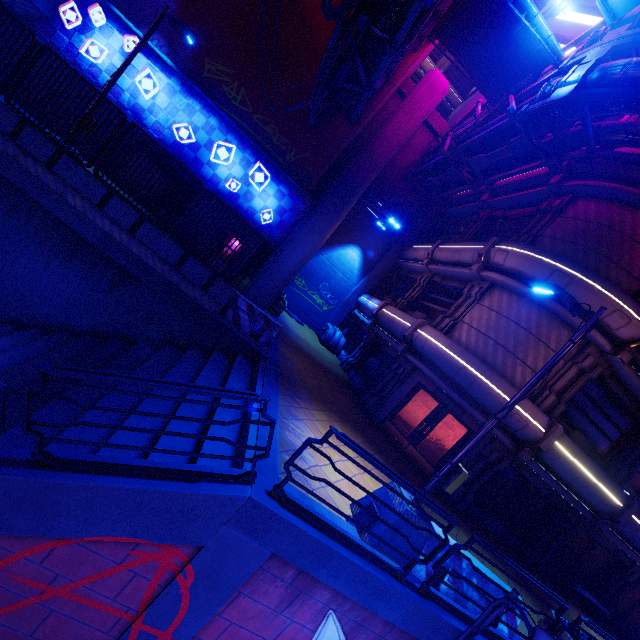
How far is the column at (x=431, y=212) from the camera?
22.5 meters

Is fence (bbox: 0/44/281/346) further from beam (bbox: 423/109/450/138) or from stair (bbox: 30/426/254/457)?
beam (bbox: 423/109/450/138)

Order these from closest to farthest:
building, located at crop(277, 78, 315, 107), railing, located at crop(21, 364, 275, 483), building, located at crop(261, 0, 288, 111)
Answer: railing, located at crop(21, 364, 275, 483) → building, located at crop(261, 0, 288, 111) → building, located at crop(277, 78, 315, 107)

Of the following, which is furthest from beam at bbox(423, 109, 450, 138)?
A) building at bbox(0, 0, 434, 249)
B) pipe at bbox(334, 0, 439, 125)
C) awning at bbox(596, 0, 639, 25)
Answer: awning at bbox(596, 0, 639, 25)

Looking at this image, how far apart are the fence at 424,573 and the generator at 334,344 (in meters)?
14.76

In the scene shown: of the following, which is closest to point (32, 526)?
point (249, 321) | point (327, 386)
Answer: point (249, 321)

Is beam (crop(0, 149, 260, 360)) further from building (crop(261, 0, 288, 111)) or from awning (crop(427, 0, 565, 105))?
awning (crop(427, 0, 565, 105))

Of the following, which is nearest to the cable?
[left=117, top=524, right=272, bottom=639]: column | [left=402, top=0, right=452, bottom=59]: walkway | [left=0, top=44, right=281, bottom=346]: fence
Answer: [left=402, top=0, right=452, bottom=59]: walkway
